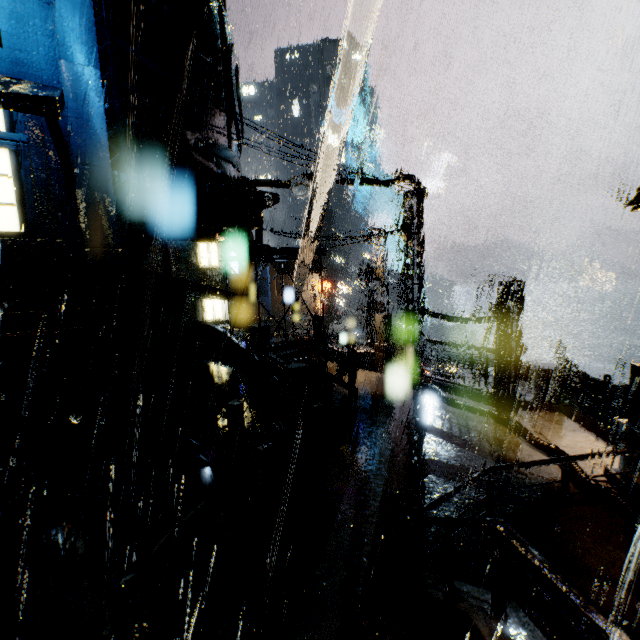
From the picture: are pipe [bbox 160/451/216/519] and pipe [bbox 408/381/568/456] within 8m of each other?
no

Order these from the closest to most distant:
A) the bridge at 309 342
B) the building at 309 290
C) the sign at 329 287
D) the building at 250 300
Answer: the bridge at 309 342
the sign at 329 287
the building at 309 290
the building at 250 300

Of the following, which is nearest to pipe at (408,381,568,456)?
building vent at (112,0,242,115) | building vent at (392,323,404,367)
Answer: building vent at (112,0,242,115)

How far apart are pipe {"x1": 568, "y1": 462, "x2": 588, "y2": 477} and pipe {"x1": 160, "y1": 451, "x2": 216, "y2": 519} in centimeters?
879cm

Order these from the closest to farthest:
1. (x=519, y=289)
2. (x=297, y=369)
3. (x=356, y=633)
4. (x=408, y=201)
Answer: (x=356, y=633)
(x=519, y=289)
(x=297, y=369)
(x=408, y=201)

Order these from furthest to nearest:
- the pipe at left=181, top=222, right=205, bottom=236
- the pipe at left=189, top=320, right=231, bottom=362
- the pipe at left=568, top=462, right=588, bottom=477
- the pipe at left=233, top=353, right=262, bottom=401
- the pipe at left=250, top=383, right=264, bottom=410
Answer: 1. the pipe at left=250, top=383, right=264, bottom=410
2. the pipe at left=233, top=353, right=262, bottom=401
3. the pipe at left=189, top=320, right=231, bottom=362
4. the pipe at left=181, top=222, right=205, bottom=236
5. the pipe at left=568, top=462, right=588, bottom=477

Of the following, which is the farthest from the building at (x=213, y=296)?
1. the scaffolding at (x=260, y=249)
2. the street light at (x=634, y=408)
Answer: the street light at (x=634, y=408)

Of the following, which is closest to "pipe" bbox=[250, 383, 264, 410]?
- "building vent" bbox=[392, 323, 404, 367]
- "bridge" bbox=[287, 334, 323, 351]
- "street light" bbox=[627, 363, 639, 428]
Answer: "bridge" bbox=[287, 334, 323, 351]
